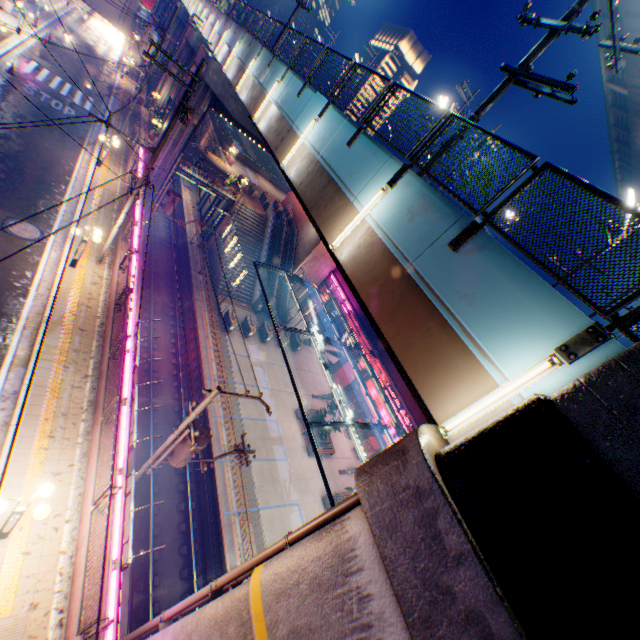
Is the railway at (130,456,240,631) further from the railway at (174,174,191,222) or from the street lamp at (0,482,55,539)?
the street lamp at (0,482,55,539)

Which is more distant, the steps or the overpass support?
the steps

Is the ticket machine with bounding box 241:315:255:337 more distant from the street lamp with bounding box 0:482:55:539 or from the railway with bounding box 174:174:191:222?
the street lamp with bounding box 0:482:55:539

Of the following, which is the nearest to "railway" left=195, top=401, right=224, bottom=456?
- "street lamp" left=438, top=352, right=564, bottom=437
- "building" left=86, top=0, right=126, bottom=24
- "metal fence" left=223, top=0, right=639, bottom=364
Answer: "metal fence" left=223, top=0, right=639, bottom=364

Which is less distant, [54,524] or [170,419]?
[54,524]

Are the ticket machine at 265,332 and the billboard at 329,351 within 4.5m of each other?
no

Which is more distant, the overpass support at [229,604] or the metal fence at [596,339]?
the metal fence at [596,339]

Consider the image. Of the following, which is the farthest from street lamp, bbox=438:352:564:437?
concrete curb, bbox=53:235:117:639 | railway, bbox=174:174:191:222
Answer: railway, bbox=174:174:191:222
